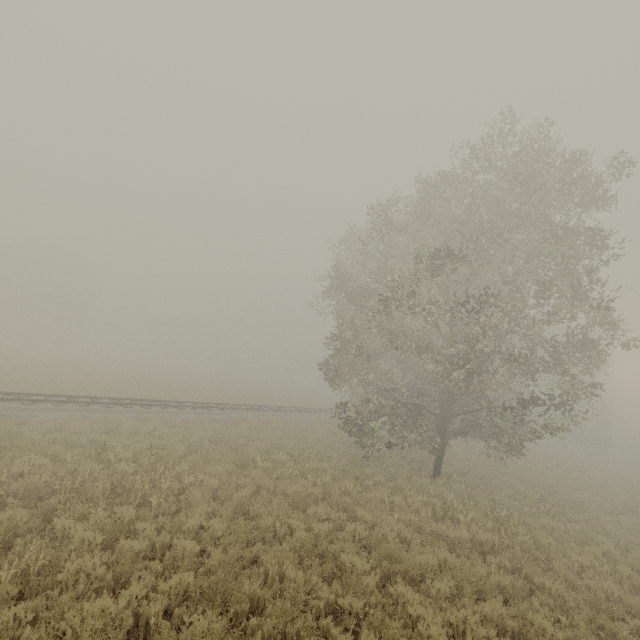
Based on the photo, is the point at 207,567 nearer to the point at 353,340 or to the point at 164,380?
the point at 353,340
